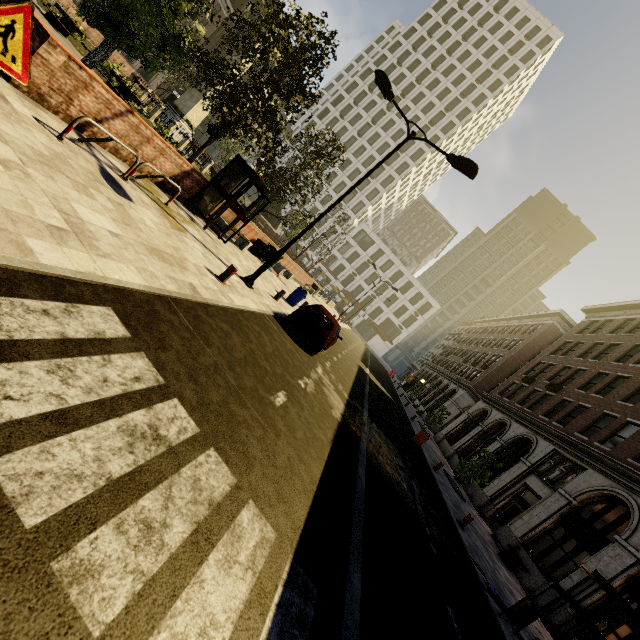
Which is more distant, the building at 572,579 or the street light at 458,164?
the building at 572,579

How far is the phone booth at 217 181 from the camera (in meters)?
11.48

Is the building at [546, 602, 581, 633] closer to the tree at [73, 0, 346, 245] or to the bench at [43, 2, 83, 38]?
the tree at [73, 0, 346, 245]

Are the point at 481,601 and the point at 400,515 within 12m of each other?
yes

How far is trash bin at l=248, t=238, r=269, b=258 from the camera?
17.7 meters

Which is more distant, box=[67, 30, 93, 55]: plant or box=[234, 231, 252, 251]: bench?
box=[67, 30, 93, 55]: plant

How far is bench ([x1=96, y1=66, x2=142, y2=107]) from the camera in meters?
16.0

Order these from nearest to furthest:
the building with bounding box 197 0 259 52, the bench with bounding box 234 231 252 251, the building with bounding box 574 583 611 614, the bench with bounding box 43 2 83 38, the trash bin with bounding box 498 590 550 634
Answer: the trash bin with bounding box 498 590 550 634 → the building with bounding box 574 583 611 614 → the bench with bounding box 234 231 252 251 → the bench with bounding box 43 2 83 38 → the building with bounding box 197 0 259 52
